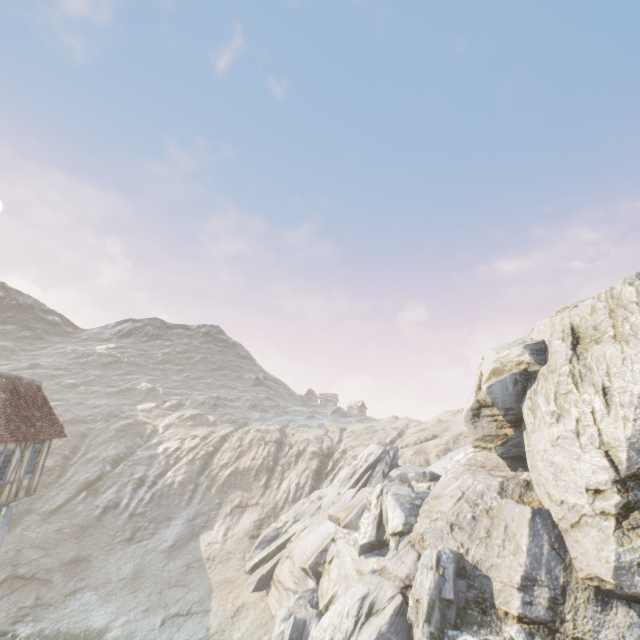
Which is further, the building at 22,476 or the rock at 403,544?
the building at 22,476

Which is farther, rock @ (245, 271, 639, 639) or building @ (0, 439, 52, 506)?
building @ (0, 439, 52, 506)

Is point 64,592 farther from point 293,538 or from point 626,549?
point 626,549
